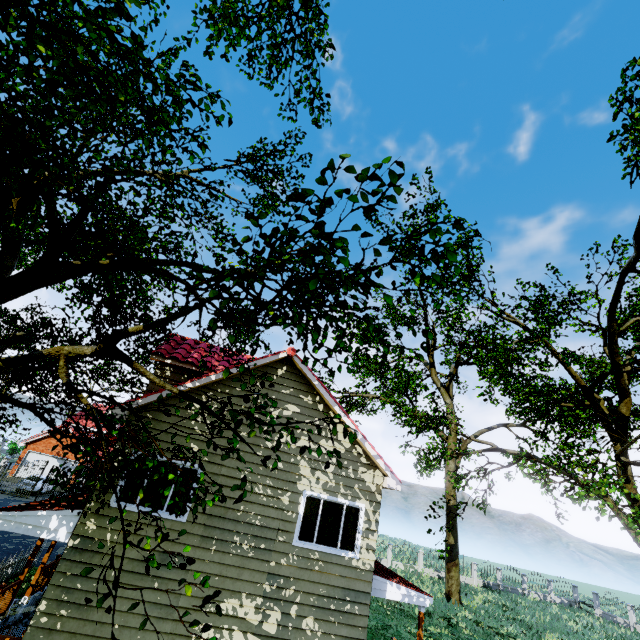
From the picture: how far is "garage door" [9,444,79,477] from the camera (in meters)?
33.00

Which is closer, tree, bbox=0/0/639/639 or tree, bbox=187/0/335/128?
tree, bbox=0/0/639/639

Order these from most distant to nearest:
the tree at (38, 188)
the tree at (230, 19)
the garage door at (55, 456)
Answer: the garage door at (55, 456)
the tree at (230, 19)
the tree at (38, 188)

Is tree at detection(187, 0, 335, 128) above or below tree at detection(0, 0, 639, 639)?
above

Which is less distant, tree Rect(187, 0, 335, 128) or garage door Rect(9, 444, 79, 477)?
tree Rect(187, 0, 335, 128)

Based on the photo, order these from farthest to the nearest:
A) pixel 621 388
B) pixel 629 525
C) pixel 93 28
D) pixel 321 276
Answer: pixel 621 388
pixel 629 525
pixel 93 28
pixel 321 276

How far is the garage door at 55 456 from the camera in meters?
33.0 m

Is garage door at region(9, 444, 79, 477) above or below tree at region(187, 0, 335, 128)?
below
